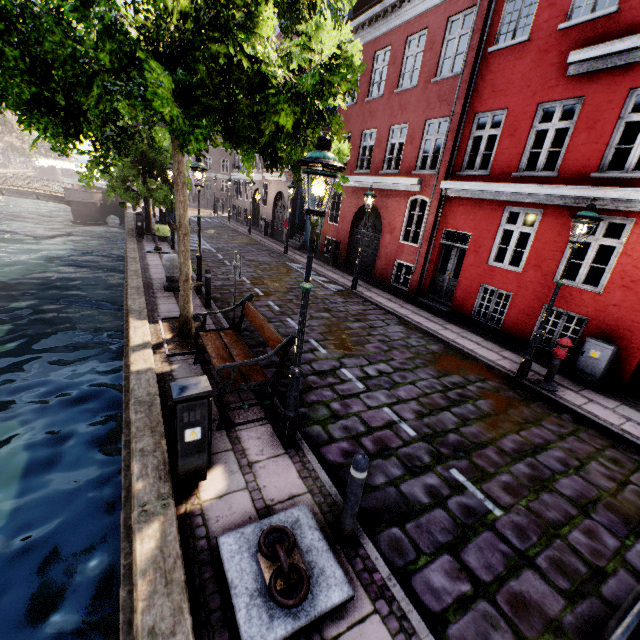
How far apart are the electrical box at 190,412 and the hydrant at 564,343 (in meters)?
7.17

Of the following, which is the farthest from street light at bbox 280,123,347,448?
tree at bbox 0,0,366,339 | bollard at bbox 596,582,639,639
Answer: bollard at bbox 596,582,639,639

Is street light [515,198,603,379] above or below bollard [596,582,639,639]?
above

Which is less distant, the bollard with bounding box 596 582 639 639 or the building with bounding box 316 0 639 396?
the bollard with bounding box 596 582 639 639

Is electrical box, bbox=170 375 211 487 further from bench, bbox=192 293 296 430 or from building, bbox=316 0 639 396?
building, bbox=316 0 639 396

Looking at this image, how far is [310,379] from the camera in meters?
6.5

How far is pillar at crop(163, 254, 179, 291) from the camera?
9.7m

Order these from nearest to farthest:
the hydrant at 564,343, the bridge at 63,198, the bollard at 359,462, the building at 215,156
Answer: the bollard at 359,462
the hydrant at 564,343
the building at 215,156
the bridge at 63,198
